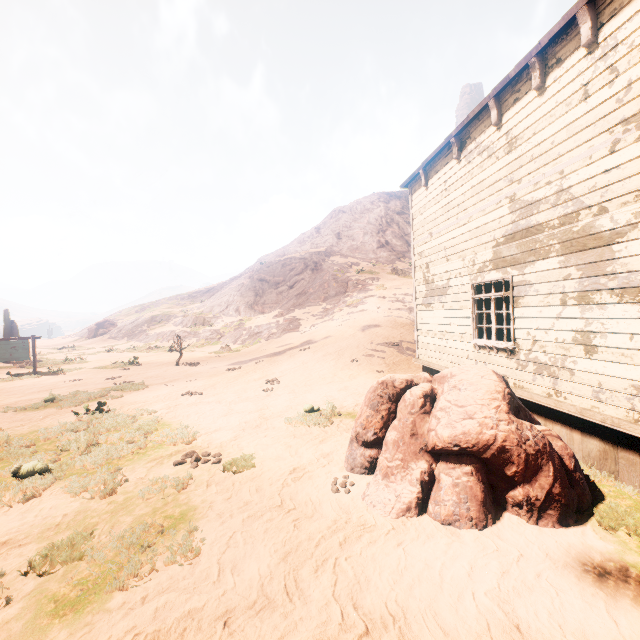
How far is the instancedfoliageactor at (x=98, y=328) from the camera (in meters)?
45.58

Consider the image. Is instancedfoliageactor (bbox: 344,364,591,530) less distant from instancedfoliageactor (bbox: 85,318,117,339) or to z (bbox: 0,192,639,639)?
z (bbox: 0,192,639,639)

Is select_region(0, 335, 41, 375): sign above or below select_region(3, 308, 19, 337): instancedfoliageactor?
below

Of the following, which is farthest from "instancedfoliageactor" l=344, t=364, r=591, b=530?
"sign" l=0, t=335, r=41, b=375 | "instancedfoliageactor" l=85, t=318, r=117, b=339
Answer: "instancedfoliageactor" l=85, t=318, r=117, b=339

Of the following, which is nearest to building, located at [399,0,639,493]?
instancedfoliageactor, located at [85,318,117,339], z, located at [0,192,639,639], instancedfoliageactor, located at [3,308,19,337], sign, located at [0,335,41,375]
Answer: z, located at [0,192,639,639]

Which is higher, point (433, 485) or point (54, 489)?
point (433, 485)

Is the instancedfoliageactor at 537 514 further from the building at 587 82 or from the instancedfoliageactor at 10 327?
the instancedfoliageactor at 10 327

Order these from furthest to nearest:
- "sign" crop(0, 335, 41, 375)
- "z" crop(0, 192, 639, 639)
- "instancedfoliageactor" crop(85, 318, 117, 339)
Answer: "instancedfoliageactor" crop(85, 318, 117, 339), "sign" crop(0, 335, 41, 375), "z" crop(0, 192, 639, 639)
